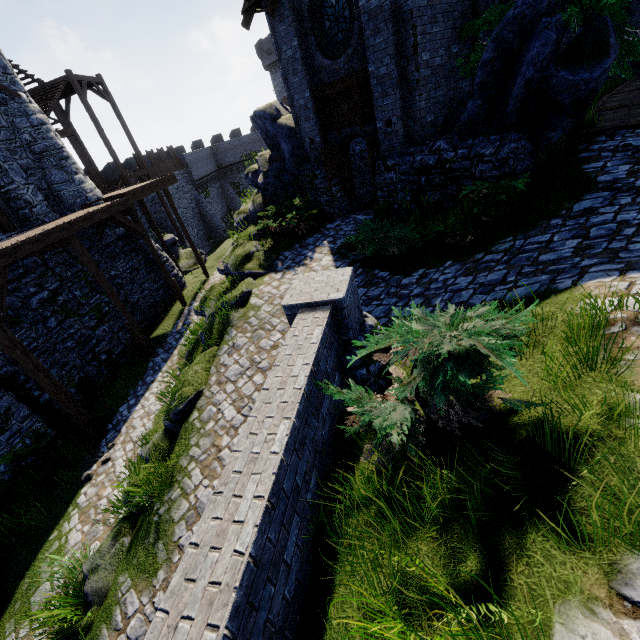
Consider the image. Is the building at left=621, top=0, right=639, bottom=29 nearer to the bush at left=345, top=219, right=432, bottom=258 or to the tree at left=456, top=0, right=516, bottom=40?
the tree at left=456, top=0, right=516, bottom=40

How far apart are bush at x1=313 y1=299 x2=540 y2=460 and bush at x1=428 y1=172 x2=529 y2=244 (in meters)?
4.06

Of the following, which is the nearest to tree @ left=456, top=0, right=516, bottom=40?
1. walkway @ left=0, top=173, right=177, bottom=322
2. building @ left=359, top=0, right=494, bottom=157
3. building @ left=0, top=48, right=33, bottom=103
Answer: building @ left=359, top=0, right=494, bottom=157

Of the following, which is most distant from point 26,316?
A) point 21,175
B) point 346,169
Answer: point 346,169

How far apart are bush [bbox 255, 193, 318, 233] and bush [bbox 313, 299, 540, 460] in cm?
891

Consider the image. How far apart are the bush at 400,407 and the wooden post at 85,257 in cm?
1168

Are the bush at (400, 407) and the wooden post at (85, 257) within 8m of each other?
no

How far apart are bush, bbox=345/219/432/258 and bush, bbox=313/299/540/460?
5.2 meters
